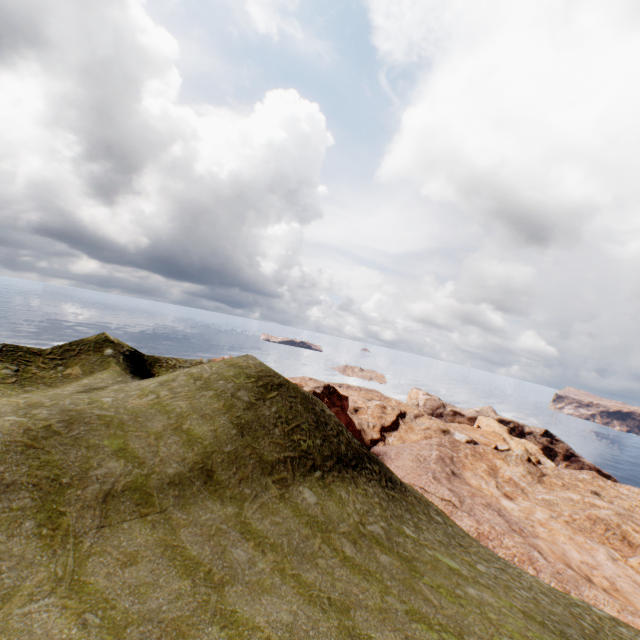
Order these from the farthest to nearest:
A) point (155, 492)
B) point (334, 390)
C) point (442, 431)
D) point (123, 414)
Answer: point (442, 431) < point (334, 390) < point (123, 414) < point (155, 492)
